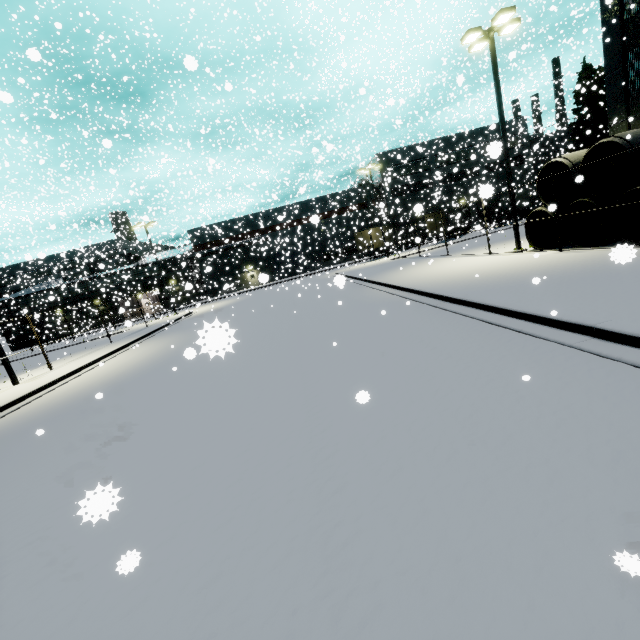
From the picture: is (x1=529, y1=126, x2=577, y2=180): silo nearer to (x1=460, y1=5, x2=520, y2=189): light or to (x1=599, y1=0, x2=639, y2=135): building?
(x1=599, y1=0, x2=639, y2=135): building

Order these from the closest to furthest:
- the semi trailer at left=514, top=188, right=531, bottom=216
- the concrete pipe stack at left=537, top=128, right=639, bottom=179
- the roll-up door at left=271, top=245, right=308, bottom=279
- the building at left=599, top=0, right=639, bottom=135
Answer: the concrete pipe stack at left=537, top=128, right=639, bottom=179 → the building at left=599, top=0, right=639, bottom=135 → the roll-up door at left=271, top=245, right=308, bottom=279 → the semi trailer at left=514, top=188, right=531, bottom=216

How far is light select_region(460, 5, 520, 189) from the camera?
13.4 meters

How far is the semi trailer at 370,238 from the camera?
37.9 meters

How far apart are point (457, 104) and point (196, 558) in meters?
41.8 m

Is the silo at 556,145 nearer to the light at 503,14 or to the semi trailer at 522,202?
the semi trailer at 522,202

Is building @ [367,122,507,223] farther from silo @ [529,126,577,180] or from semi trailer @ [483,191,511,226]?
semi trailer @ [483,191,511,226]

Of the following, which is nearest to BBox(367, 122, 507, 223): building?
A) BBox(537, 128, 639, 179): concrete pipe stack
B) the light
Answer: BBox(537, 128, 639, 179): concrete pipe stack
